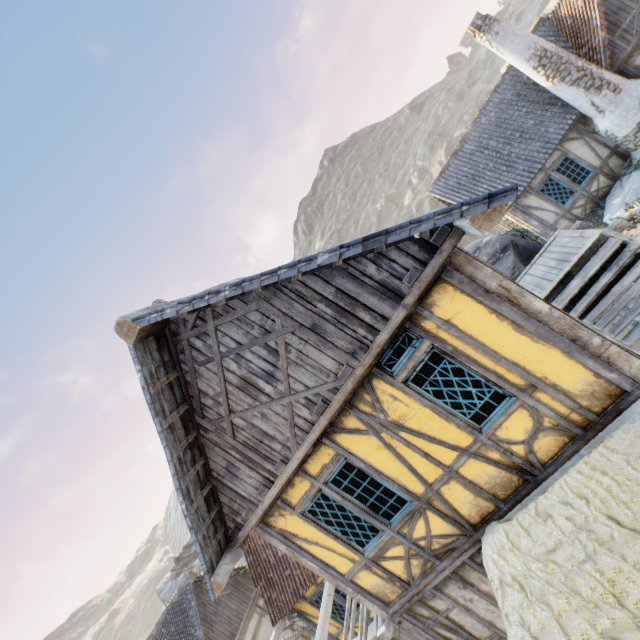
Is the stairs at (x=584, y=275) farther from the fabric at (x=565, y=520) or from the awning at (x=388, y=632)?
the awning at (x=388, y=632)

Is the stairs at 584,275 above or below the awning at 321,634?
below

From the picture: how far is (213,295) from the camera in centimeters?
375cm

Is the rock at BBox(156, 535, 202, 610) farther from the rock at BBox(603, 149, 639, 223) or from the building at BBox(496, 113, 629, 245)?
the building at BBox(496, 113, 629, 245)

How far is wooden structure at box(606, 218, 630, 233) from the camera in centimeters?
631cm

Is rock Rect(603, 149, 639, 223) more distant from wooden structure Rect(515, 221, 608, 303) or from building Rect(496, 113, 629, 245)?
wooden structure Rect(515, 221, 608, 303)

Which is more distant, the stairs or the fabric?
the stairs

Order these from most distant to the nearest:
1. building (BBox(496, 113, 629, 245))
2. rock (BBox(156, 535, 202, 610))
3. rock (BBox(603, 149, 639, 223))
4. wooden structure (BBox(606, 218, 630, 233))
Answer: rock (BBox(156, 535, 202, 610)) → building (BBox(496, 113, 629, 245)) → rock (BBox(603, 149, 639, 223)) → wooden structure (BBox(606, 218, 630, 233))
